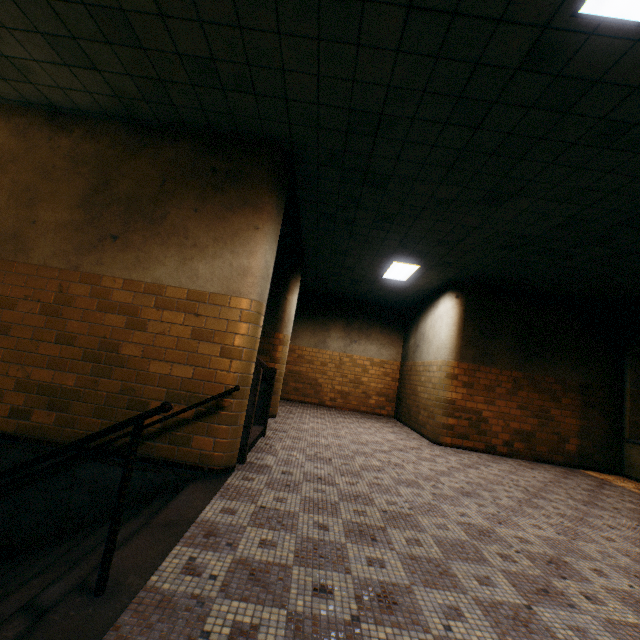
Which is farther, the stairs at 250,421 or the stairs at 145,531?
the stairs at 250,421

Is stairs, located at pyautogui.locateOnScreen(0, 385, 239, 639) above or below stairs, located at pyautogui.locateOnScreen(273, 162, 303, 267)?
below

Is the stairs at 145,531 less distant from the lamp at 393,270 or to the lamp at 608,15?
the lamp at 608,15

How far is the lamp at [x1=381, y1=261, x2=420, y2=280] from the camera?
7.47m

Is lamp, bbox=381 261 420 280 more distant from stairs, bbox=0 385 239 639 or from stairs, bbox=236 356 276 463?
stairs, bbox=0 385 239 639

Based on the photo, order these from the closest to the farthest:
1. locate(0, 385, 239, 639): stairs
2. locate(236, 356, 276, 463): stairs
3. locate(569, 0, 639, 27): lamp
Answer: locate(0, 385, 239, 639): stairs < locate(569, 0, 639, 27): lamp < locate(236, 356, 276, 463): stairs

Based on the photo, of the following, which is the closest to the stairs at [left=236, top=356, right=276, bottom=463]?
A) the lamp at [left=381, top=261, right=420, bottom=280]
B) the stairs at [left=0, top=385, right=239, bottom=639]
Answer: the stairs at [left=0, top=385, right=239, bottom=639]

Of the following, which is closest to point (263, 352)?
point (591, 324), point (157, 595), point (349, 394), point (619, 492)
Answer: point (349, 394)
